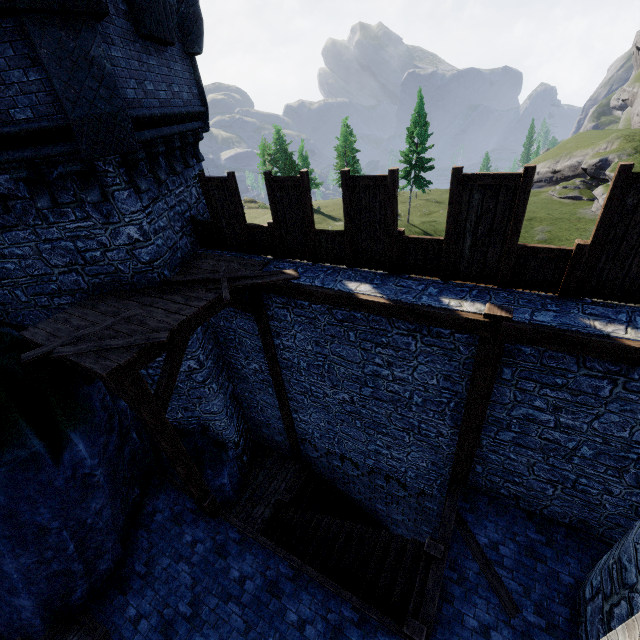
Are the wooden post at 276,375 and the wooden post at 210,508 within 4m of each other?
yes

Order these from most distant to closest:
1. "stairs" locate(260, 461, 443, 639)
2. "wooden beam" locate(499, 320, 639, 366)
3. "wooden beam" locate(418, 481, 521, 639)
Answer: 1. "stairs" locate(260, 461, 443, 639)
2. "wooden beam" locate(418, 481, 521, 639)
3. "wooden beam" locate(499, 320, 639, 366)

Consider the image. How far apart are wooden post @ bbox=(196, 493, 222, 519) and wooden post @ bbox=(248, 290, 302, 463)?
3.08m

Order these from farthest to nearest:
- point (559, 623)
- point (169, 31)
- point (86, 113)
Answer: point (169, 31)
point (559, 623)
point (86, 113)

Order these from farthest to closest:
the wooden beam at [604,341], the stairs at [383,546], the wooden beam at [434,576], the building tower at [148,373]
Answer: the building tower at [148,373] < the stairs at [383,546] < the wooden beam at [434,576] < the wooden beam at [604,341]

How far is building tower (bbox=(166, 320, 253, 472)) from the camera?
8.8m

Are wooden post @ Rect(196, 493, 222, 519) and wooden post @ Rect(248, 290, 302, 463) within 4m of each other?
yes

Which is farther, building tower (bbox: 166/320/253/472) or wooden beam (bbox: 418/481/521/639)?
building tower (bbox: 166/320/253/472)
